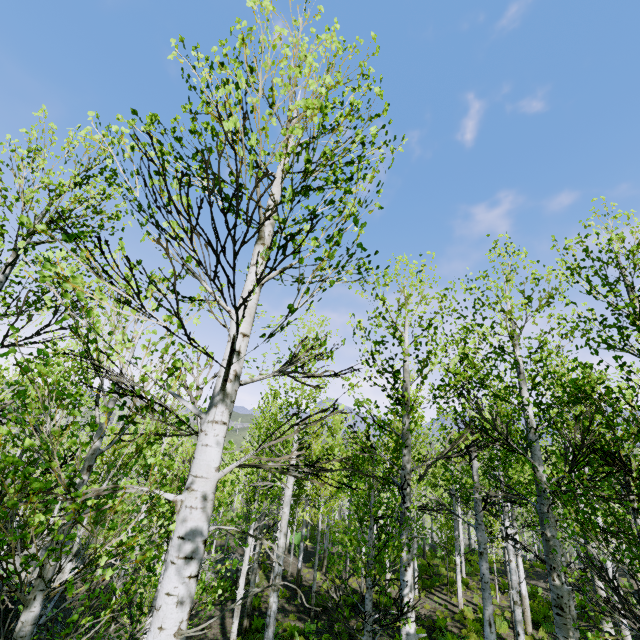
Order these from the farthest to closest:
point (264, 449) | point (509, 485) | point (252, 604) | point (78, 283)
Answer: point (252, 604) → point (264, 449) → point (509, 485) → point (78, 283)
